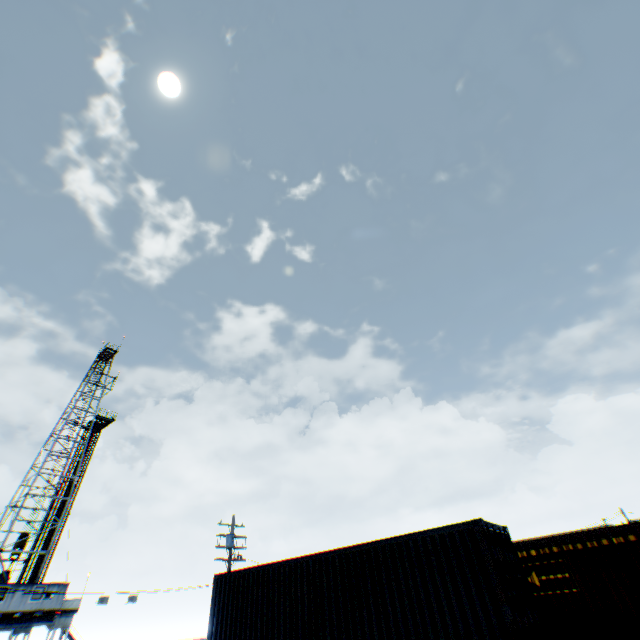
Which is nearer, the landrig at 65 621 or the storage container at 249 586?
the storage container at 249 586

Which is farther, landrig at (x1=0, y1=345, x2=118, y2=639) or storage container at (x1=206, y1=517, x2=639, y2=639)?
landrig at (x1=0, y1=345, x2=118, y2=639)

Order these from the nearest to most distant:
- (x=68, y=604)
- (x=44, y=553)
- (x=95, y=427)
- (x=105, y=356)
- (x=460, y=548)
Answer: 1. (x=460, y=548)
2. (x=68, y=604)
3. (x=44, y=553)
4. (x=95, y=427)
5. (x=105, y=356)
